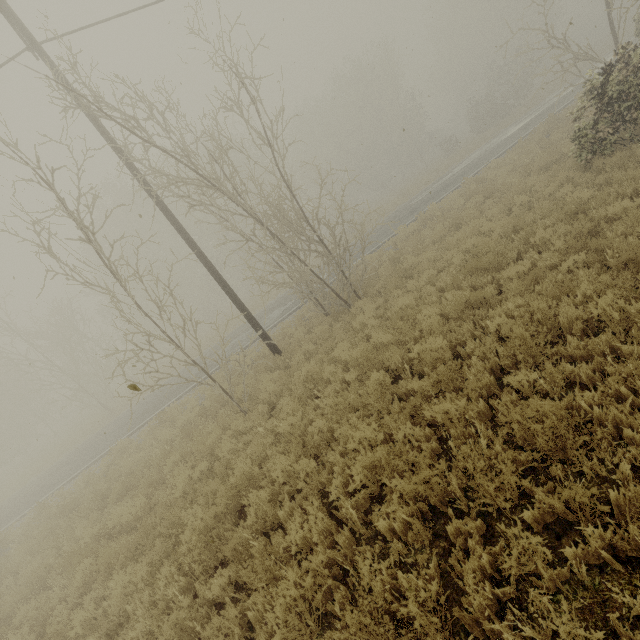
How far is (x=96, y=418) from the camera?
25.7m
